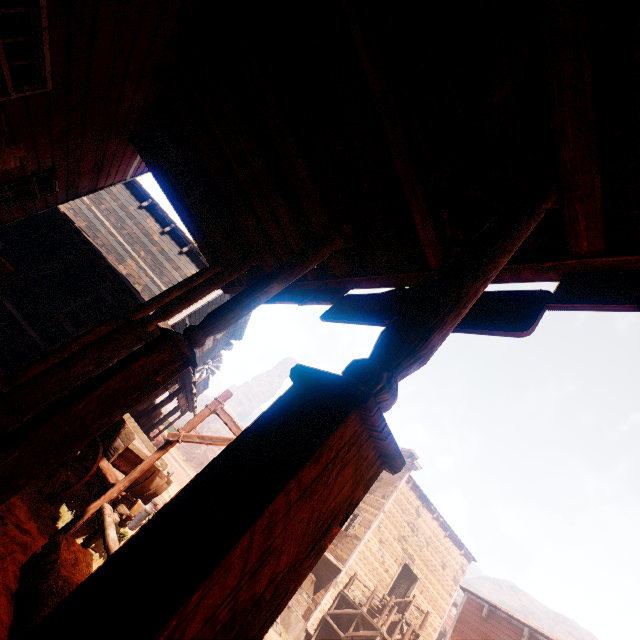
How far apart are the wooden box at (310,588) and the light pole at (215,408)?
15.94m

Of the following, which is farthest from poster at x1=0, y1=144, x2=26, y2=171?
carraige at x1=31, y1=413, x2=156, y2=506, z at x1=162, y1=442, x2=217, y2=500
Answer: carraige at x1=31, y1=413, x2=156, y2=506

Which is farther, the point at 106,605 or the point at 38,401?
the point at 38,401

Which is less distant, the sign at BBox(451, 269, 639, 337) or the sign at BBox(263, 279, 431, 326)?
the sign at BBox(451, 269, 639, 337)

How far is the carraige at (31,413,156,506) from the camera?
5.6 meters

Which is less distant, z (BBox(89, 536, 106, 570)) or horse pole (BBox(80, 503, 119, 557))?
horse pole (BBox(80, 503, 119, 557))

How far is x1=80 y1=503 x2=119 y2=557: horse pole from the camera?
4.0m

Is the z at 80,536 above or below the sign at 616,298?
below
